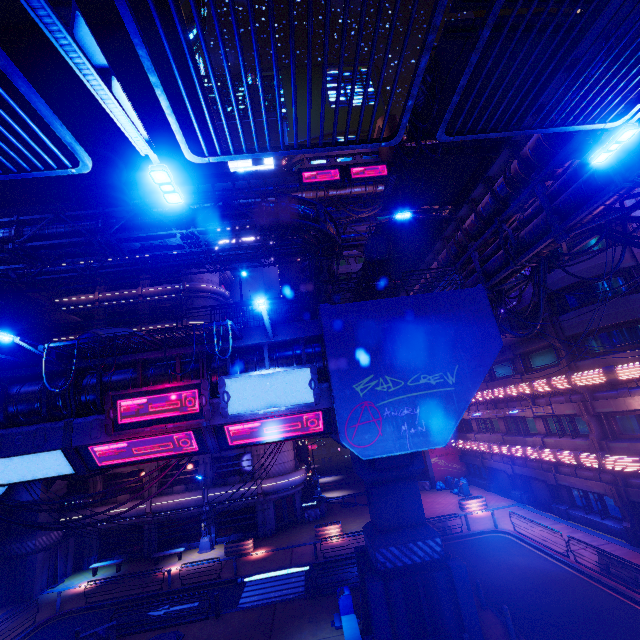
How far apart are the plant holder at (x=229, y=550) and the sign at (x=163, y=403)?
19.1m

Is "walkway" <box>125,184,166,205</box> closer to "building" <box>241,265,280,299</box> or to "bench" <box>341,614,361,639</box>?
"building" <box>241,265,280,299</box>

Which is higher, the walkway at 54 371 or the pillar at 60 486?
the walkway at 54 371

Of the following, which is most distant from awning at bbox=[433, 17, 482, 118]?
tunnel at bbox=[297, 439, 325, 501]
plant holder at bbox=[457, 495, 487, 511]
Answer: tunnel at bbox=[297, 439, 325, 501]

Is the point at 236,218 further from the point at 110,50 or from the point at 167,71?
the point at 167,71

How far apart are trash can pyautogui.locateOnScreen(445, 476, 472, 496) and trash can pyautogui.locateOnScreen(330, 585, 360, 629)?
21.5 meters

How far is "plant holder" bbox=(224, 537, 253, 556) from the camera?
25.2m

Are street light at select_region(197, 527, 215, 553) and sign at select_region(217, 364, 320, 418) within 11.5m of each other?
no
